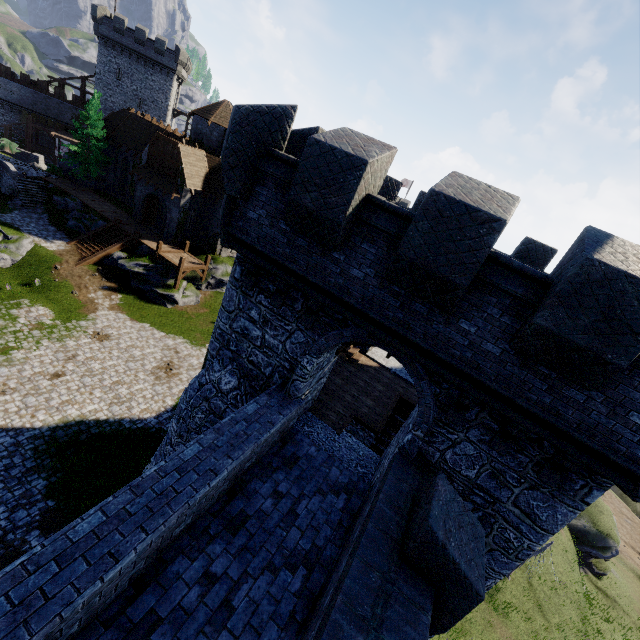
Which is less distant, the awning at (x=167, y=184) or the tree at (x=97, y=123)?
the awning at (x=167, y=184)

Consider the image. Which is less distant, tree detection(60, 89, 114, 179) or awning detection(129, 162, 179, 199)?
awning detection(129, 162, 179, 199)

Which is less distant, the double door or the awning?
the awning

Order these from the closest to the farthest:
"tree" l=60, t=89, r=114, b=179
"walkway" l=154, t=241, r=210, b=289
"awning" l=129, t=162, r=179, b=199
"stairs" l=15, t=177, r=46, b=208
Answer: "walkway" l=154, t=241, r=210, b=289 → "awning" l=129, t=162, r=179, b=199 → "stairs" l=15, t=177, r=46, b=208 → "tree" l=60, t=89, r=114, b=179

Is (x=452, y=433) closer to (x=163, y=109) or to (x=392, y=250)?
(x=392, y=250)

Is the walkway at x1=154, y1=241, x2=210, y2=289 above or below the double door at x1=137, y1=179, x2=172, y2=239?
below

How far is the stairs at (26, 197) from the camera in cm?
3086

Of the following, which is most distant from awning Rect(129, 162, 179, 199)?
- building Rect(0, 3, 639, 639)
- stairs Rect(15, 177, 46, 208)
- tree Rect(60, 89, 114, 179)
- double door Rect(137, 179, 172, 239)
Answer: building Rect(0, 3, 639, 639)
